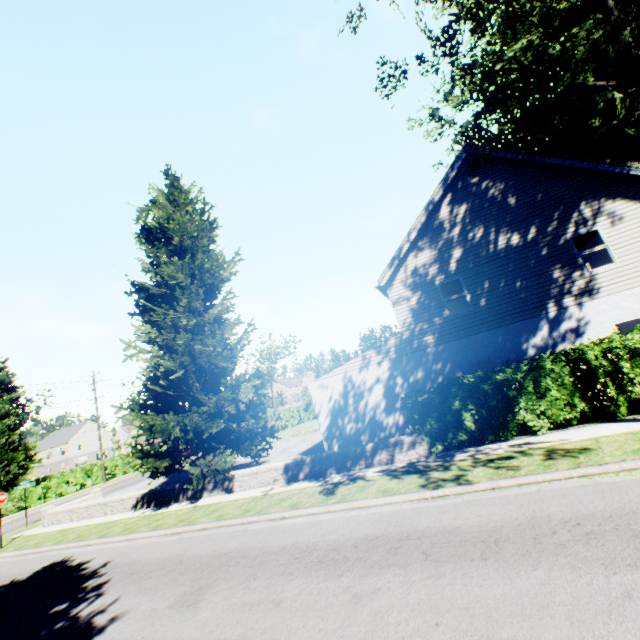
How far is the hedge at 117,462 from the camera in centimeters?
3484cm

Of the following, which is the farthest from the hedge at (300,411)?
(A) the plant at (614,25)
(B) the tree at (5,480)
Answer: (A) the plant at (614,25)

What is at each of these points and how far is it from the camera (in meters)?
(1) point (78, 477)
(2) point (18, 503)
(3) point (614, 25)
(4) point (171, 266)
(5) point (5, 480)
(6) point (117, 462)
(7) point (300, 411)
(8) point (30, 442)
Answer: (1) hedge, 32.22
(2) hedge, 28.11
(3) plant, 7.05
(4) plant, 15.16
(5) tree, 34.84
(6) hedge, 36.12
(7) hedge, 42.75
(8) plant, 55.91

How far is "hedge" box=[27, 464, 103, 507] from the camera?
29.0m

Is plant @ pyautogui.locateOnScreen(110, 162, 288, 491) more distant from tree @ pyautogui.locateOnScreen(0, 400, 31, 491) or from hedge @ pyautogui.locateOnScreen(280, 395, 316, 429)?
hedge @ pyautogui.locateOnScreen(280, 395, 316, 429)

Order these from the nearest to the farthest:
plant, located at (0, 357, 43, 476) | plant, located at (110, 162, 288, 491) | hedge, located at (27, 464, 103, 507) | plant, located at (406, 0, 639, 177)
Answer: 1. plant, located at (406, 0, 639, 177)
2. plant, located at (110, 162, 288, 491)
3. hedge, located at (27, 464, 103, 507)
4. plant, located at (0, 357, 43, 476)

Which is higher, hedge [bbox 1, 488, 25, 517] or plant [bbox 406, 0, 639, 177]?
plant [bbox 406, 0, 639, 177]

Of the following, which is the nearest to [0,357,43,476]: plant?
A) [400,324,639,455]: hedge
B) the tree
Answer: the tree
